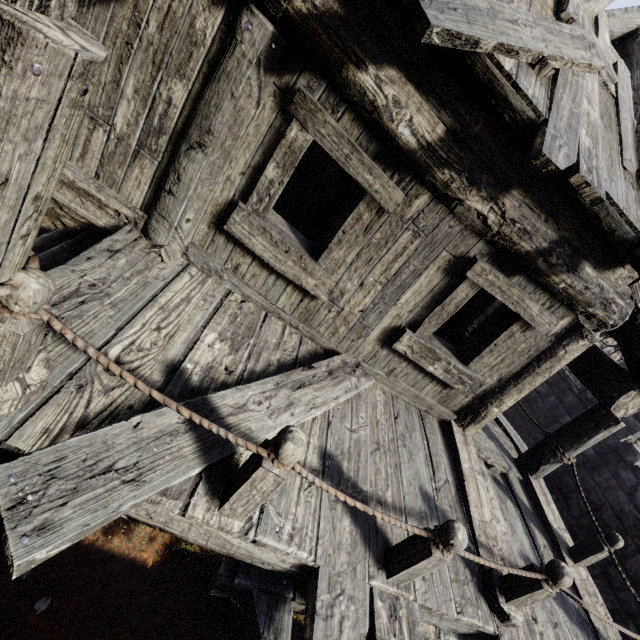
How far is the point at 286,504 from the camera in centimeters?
244cm

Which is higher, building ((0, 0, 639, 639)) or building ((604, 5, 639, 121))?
building ((604, 5, 639, 121))

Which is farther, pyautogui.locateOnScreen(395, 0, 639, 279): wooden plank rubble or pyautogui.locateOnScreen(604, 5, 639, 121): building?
pyautogui.locateOnScreen(604, 5, 639, 121): building

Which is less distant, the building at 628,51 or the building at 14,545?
the building at 14,545

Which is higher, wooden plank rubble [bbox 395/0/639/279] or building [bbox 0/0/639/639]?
wooden plank rubble [bbox 395/0/639/279]

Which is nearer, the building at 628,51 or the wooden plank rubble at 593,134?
the wooden plank rubble at 593,134

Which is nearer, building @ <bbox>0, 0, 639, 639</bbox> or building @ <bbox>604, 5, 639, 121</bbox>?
building @ <bbox>0, 0, 639, 639</bbox>
